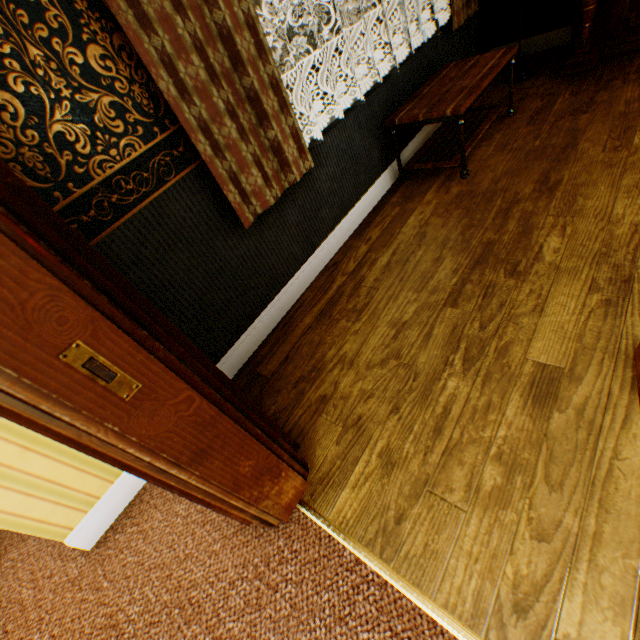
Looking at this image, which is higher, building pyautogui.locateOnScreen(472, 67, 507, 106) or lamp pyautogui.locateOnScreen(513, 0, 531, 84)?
lamp pyautogui.locateOnScreen(513, 0, 531, 84)

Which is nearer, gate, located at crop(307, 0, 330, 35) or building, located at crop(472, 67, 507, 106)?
building, located at crop(472, 67, 507, 106)

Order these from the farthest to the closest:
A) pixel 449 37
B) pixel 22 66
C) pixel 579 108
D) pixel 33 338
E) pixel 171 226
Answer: pixel 449 37 < pixel 579 108 < pixel 171 226 < pixel 22 66 < pixel 33 338

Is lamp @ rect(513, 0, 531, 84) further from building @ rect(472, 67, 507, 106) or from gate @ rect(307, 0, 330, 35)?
gate @ rect(307, 0, 330, 35)

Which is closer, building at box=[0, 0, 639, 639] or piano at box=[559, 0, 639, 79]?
building at box=[0, 0, 639, 639]

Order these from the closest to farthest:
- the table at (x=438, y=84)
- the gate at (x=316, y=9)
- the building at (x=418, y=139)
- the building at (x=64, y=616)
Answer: the building at (x=64, y=616) < the table at (x=438, y=84) < the building at (x=418, y=139) < the gate at (x=316, y=9)

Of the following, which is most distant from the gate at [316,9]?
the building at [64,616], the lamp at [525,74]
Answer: the lamp at [525,74]

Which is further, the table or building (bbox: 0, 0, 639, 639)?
the table
